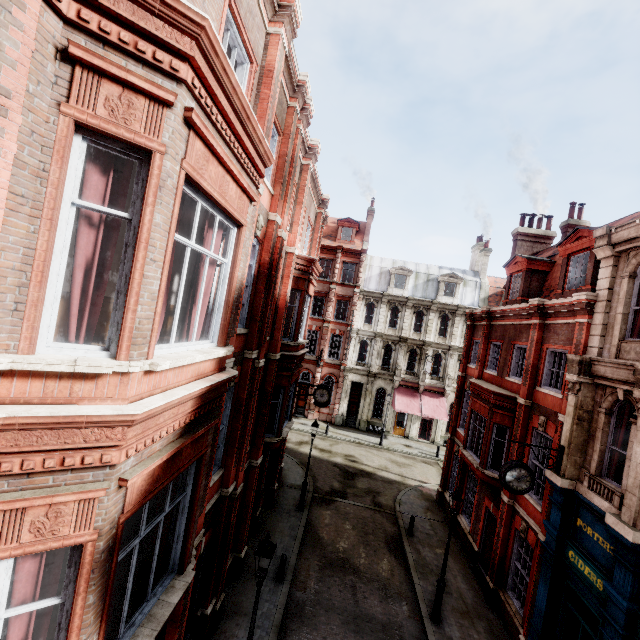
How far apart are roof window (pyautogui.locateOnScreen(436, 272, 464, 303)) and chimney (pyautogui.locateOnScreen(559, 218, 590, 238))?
12.30m

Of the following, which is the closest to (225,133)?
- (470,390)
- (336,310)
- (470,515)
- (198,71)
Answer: (198,71)

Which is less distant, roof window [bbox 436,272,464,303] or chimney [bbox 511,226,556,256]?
chimney [bbox 511,226,556,256]

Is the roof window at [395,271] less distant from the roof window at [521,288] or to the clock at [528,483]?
the roof window at [521,288]

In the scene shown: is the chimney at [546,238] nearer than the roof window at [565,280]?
No

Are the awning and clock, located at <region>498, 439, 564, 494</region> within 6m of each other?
no

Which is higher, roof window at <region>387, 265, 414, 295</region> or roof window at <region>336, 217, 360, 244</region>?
roof window at <region>336, 217, 360, 244</region>

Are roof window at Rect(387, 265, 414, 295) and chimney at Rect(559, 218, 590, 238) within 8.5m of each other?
no
